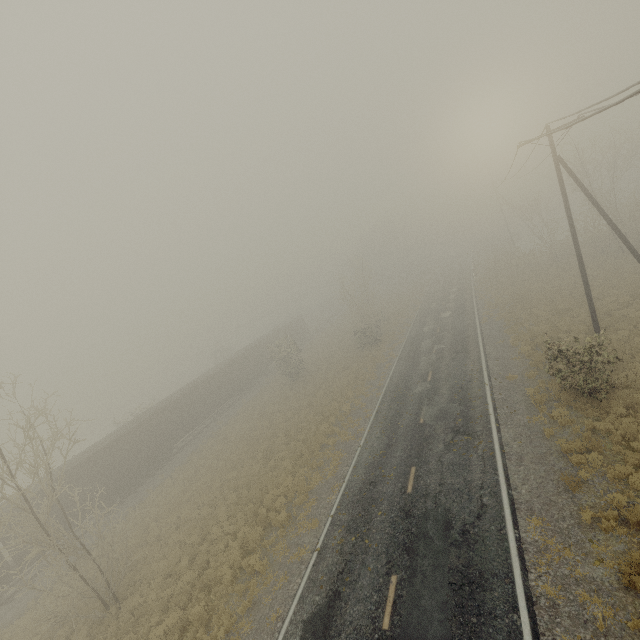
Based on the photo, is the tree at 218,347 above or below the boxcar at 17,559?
above

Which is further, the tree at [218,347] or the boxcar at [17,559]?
the tree at [218,347]

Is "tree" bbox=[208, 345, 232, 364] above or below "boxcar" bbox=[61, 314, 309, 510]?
above

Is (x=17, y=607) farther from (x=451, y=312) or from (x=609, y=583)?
(x=451, y=312)

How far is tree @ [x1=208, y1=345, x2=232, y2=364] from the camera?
55.6 meters

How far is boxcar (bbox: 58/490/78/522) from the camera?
21.93m

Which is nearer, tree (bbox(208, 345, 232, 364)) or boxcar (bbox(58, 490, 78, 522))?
boxcar (bbox(58, 490, 78, 522))

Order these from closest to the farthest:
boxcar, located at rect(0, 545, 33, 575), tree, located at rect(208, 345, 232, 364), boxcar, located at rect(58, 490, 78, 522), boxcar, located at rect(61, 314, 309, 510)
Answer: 1. boxcar, located at rect(0, 545, 33, 575)
2. boxcar, located at rect(58, 490, 78, 522)
3. boxcar, located at rect(61, 314, 309, 510)
4. tree, located at rect(208, 345, 232, 364)
